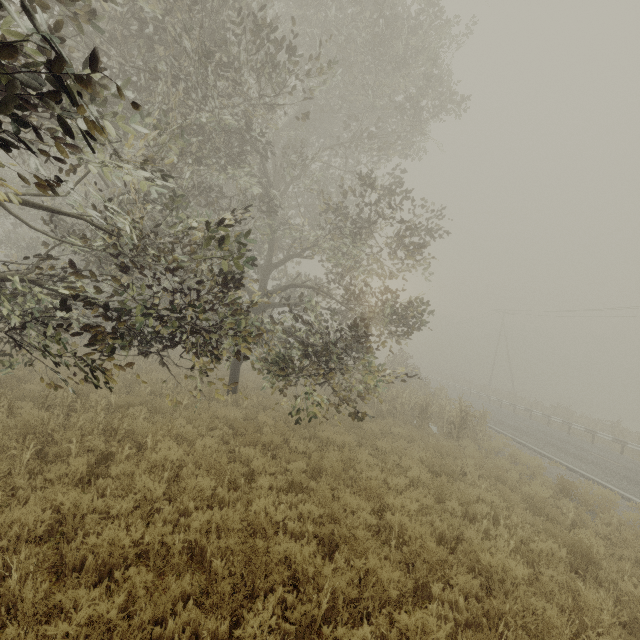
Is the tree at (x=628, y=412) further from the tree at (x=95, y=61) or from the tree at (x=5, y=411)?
the tree at (x=5, y=411)

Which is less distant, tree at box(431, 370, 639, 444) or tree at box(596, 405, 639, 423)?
tree at box(431, 370, 639, 444)

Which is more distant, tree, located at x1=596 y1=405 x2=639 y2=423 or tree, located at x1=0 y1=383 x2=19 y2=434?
tree, located at x1=596 y1=405 x2=639 y2=423

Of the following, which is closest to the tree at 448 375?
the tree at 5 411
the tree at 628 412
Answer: the tree at 5 411

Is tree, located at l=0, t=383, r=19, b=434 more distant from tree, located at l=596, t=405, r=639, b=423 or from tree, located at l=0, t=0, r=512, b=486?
tree, located at l=596, t=405, r=639, b=423

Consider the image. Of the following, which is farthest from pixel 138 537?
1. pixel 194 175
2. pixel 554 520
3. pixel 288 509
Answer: pixel 194 175

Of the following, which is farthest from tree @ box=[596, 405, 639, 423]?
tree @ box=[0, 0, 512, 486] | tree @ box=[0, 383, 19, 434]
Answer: tree @ box=[0, 383, 19, 434]
